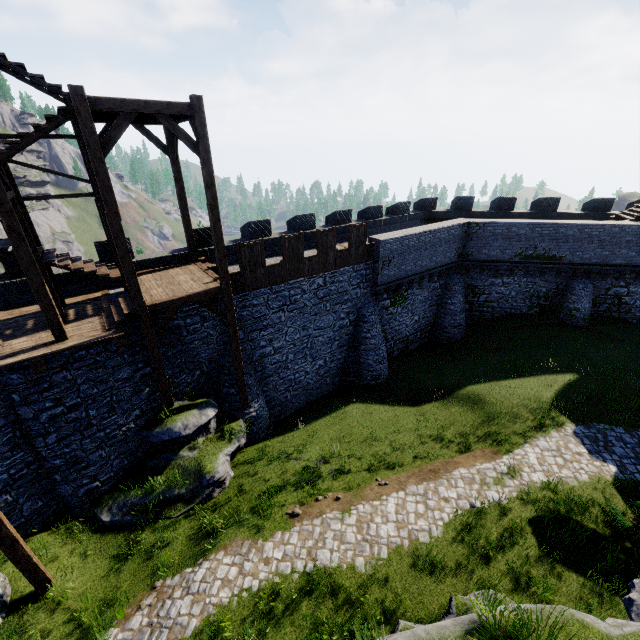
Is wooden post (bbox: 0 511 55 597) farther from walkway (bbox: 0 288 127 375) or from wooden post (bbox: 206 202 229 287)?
wooden post (bbox: 206 202 229 287)

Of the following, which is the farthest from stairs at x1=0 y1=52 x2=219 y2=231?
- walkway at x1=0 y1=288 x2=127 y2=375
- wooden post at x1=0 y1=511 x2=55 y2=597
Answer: wooden post at x1=0 y1=511 x2=55 y2=597

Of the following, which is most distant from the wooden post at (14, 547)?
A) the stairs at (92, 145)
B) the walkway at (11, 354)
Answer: the stairs at (92, 145)

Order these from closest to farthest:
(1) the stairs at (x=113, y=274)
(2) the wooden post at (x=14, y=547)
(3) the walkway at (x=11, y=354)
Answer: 1. (2) the wooden post at (x=14, y=547)
2. (3) the walkway at (x=11, y=354)
3. (1) the stairs at (x=113, y=274)

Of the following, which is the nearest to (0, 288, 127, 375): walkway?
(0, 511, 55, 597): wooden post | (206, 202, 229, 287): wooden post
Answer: (0, 511, 55, 597): wooden post

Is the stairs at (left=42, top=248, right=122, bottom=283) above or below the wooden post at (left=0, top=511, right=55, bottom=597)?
above

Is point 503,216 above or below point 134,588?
above
